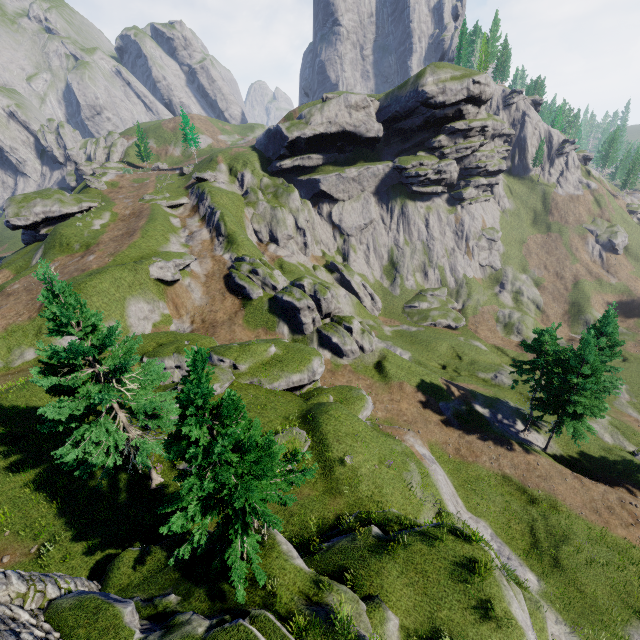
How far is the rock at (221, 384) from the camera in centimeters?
2297cm

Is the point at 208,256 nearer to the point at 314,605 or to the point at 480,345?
the point at 314,605

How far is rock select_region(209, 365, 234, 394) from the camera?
23.0m
